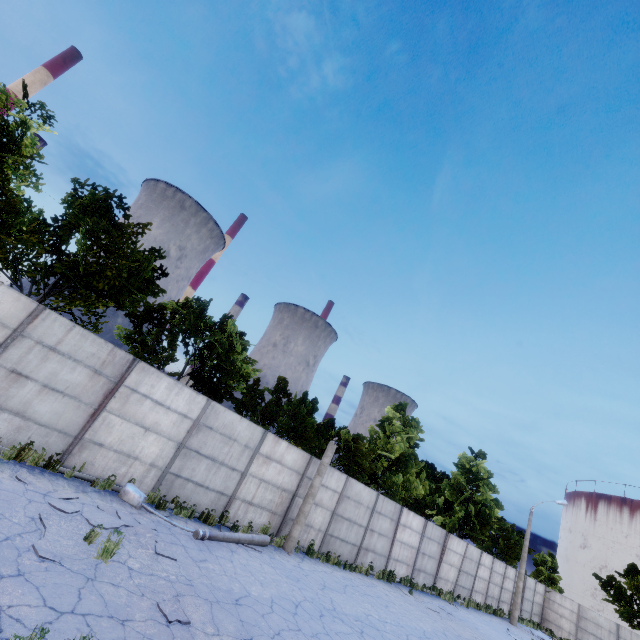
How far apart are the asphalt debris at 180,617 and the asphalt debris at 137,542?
1.4m

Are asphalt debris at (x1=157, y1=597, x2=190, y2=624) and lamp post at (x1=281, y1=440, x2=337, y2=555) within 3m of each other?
no

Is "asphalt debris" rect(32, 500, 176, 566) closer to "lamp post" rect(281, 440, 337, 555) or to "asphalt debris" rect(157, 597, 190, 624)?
"asphalt debris" rect(157, 597, 190, 624)

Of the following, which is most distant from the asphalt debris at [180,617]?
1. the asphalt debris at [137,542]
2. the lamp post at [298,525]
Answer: the lamp post at [298,525]

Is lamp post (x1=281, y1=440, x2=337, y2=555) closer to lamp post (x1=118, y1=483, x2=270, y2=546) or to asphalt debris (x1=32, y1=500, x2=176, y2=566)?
lamp post (x1=118, y1=483, x2=270, y2=546)

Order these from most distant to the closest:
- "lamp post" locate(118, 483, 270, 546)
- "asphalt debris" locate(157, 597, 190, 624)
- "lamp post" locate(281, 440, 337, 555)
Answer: "lamp post" locate(281, 440, 337, 555), "lamp post" locate(118, 483, 270, 546), "asphalt debris" locate(157, 597, 190, 624)

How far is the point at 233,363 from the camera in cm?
1714

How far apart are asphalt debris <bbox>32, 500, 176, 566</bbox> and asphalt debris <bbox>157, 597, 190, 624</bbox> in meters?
1.4
